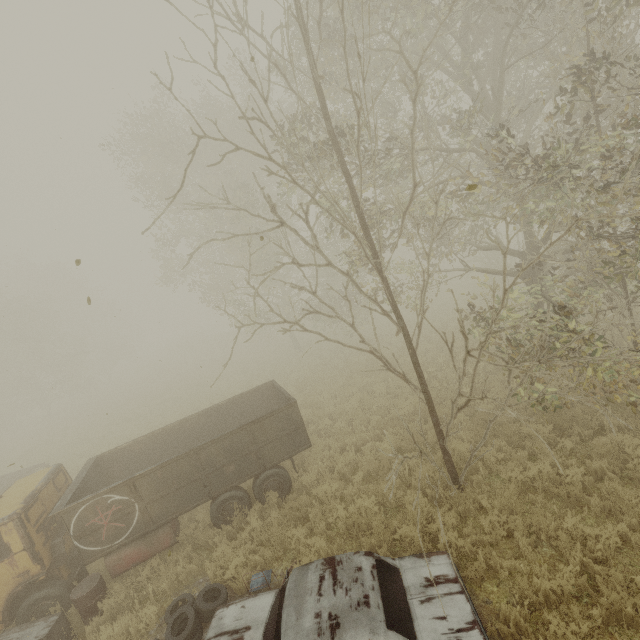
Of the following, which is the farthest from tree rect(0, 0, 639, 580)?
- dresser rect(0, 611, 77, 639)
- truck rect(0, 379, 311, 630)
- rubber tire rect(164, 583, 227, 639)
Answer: dresser rect(0, 611, 77, 639)

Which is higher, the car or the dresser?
the car

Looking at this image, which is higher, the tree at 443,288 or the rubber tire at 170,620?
the tree at 443,288

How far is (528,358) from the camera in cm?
820

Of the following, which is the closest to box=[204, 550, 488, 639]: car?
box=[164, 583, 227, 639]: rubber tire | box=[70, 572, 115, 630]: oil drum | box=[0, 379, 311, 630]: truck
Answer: box=[164, 583, 227, 639]: rubber tire

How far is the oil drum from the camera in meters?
6.8 m

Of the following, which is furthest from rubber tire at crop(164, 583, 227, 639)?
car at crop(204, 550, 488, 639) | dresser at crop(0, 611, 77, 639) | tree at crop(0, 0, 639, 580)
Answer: tree at crop(0, 0, 639, 580)

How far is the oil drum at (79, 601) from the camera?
6.77m
